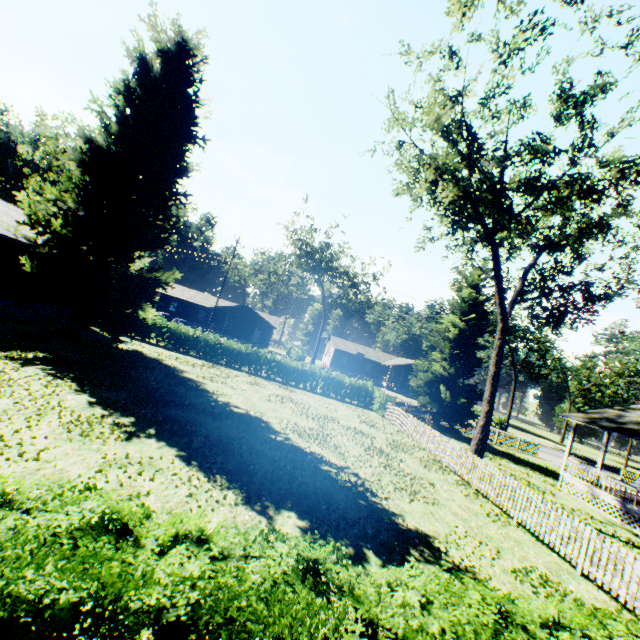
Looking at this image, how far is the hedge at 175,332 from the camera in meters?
26.8 m

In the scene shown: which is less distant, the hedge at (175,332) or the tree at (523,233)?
the tree at (523,233)

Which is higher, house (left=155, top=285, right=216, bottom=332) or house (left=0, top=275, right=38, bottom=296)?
house (left=155, top=285, right=216, bottom=332)

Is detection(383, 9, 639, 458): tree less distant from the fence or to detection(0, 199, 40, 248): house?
the fence

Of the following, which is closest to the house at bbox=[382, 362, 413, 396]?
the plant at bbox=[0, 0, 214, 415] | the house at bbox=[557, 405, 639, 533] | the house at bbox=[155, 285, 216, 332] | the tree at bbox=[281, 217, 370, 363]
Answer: the house at bbox=[155, 285, 216, 332]

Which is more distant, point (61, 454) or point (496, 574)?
point (496, 574)

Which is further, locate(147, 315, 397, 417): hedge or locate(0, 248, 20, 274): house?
locate(147, 315, 397, 417): hedge

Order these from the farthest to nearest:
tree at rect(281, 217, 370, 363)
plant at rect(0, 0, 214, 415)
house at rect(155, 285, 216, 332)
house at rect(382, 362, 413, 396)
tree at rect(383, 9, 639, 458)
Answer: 1. house at rect(382, 362, 413, 396)
2. house at rect(155, 285, 216, 332)
3. tree at rect(281, 217, 370, 363)
4. plant at rect(0, 0, 214, 415)
5. tree at rect(383, 9, 639, 458)
